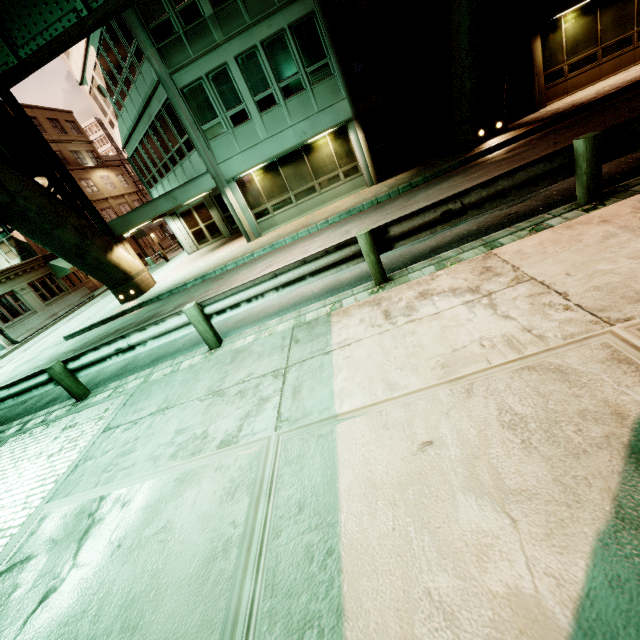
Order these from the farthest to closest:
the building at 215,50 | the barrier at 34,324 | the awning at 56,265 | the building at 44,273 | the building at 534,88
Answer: the awning at 56,265
the building at 44,273
the barrier at 34,324
the building at 215,50
the building at 534,88

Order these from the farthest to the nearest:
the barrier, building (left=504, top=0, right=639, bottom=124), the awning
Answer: the awning → the barrier → building (left=504, top=0, right=639, bottom=124)

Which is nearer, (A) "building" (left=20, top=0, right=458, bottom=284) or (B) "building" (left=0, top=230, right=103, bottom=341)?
(A) "building" (left=20, top=0, right=458, bottom=284)

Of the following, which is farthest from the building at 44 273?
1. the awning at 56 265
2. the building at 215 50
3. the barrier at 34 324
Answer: the building at 215 50

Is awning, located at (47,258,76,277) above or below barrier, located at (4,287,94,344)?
above

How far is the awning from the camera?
28.5 meters

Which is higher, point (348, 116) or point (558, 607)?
point (348, 116)

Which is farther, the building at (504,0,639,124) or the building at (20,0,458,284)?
the building at (20,0,458,284)
